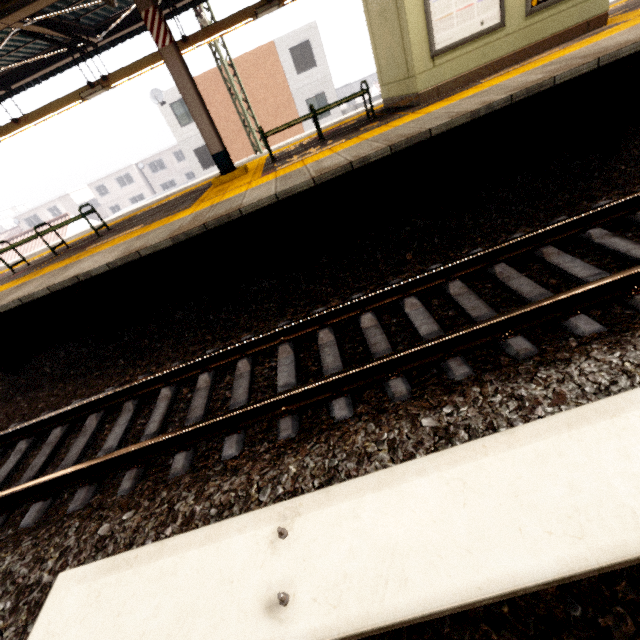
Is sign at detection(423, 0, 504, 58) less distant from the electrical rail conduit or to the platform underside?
the platform underside

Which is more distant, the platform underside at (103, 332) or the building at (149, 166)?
the building at (149, 166)

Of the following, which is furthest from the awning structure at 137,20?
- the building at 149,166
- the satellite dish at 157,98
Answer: the building at 149,166

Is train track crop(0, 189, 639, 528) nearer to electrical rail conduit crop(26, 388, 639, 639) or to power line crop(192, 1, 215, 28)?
electrical rail conduit crop(26, 388, 639, 639)

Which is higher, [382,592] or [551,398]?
[382,592]

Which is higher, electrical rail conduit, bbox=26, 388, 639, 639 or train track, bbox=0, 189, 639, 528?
electrical rail conduit, bbox=26, 388, 639, 639

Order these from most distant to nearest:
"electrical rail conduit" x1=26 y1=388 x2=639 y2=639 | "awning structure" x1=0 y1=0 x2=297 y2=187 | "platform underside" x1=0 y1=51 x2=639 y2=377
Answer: "awning structure" x1=0 y1=0 x2=297 y2=187 → "platform underside" x1=0 y1=51 x2=639 y2=377 → "electrical rail conduit" x1=26 y1=388 x2=639 y2=639

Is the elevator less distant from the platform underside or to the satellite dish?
the platform underside
